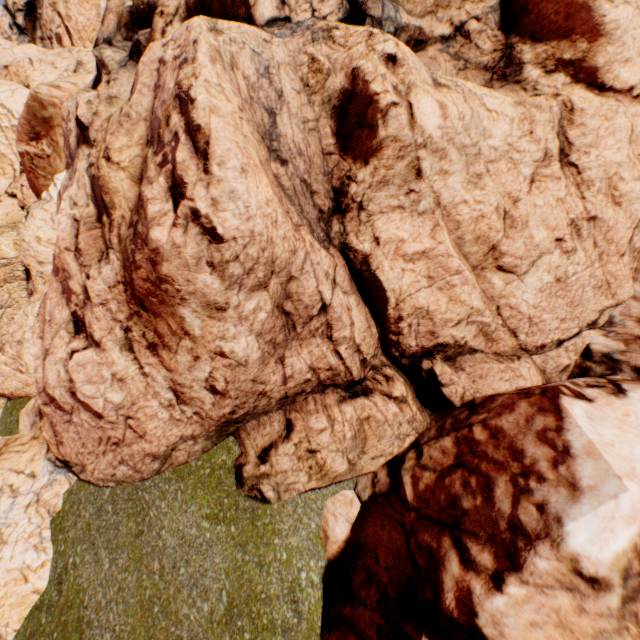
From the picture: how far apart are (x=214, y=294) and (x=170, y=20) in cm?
573
